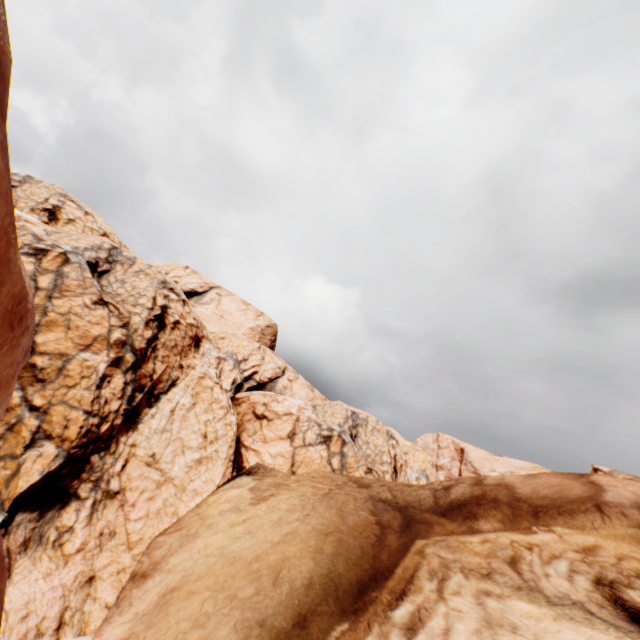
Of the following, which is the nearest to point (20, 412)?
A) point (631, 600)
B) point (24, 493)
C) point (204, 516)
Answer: point (24, 493)
